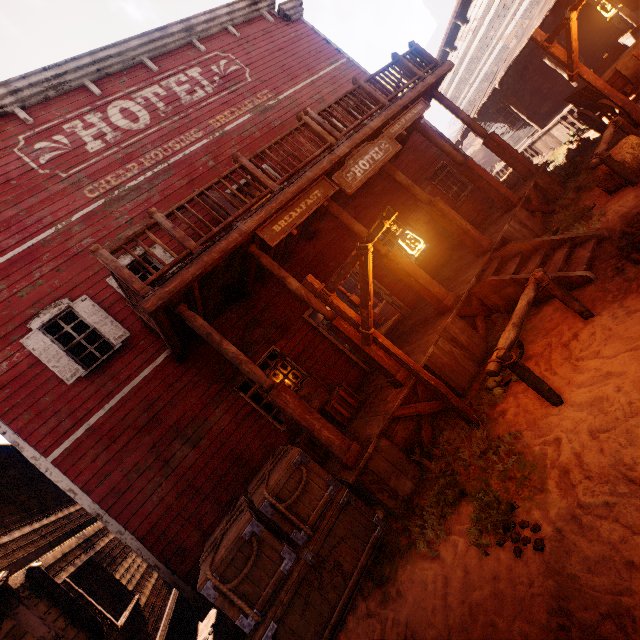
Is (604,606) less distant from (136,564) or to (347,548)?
(347,548)

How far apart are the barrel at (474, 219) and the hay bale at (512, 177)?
3.6m

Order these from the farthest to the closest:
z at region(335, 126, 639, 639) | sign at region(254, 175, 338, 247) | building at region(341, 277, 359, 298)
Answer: building at region(341, 277, 359, 298) < sign at region(254, 175, 338, 247) < z at region(335, 126, 639, 639)

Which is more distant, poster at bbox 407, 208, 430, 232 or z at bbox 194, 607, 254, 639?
poster at bbox 407, 208, 430, 232

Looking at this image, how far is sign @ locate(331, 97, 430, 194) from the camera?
6.19m

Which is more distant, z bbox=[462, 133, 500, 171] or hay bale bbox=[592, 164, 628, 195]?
z bbox=[462, 133, 500, 171]

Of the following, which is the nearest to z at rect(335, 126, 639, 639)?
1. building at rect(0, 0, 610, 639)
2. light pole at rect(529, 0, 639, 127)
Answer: building at rect(0, 0, 610, 639)

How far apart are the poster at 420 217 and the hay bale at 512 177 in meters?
3.8 m
